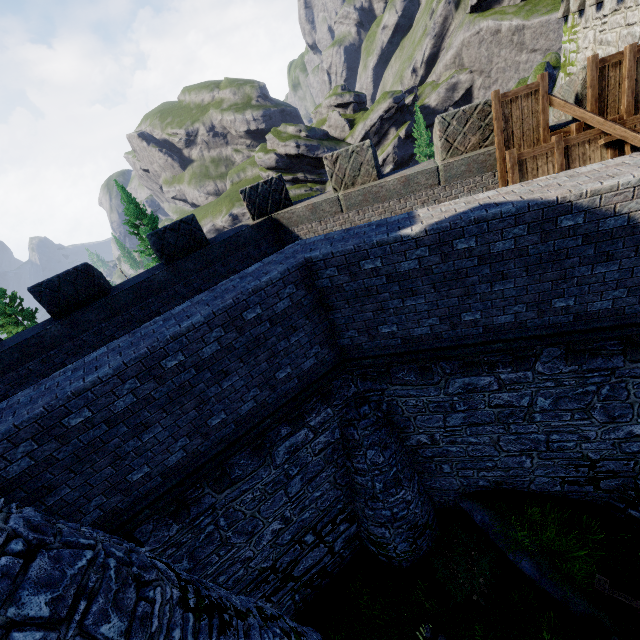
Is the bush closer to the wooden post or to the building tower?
the wooden post

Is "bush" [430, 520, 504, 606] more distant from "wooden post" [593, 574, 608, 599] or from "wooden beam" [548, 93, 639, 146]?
"wooden beam" [548, 93, 639, 146]

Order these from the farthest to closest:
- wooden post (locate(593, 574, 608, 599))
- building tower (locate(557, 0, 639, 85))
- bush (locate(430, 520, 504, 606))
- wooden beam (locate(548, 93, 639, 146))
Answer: bush (locate(430, 520, 504, 606))
wooden post (locate(593, 574, 608, 599))
building tower (locate(557, 0, 639, 85))
wooden beam (locate(548, 93, 639, 146))

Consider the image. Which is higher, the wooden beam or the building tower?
the building tower

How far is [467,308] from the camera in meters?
6.0 m

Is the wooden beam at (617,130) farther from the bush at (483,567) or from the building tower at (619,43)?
the bush at (483,567)

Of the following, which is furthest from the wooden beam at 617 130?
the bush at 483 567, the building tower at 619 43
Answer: the bush at 483 567

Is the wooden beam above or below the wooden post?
above
